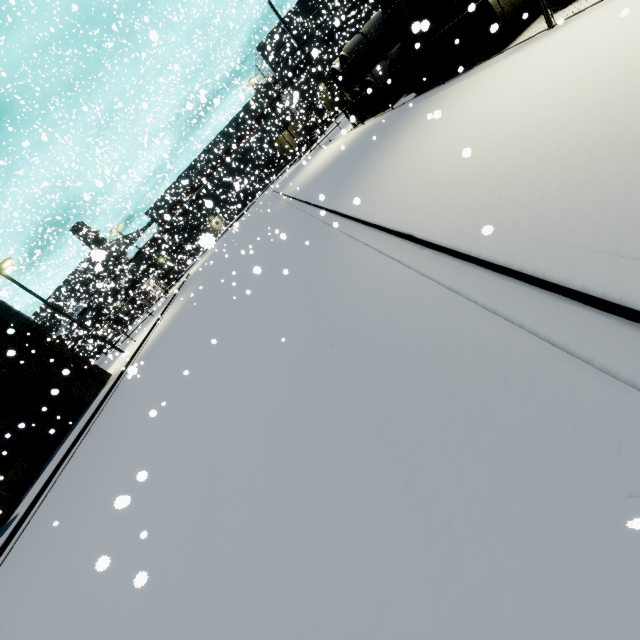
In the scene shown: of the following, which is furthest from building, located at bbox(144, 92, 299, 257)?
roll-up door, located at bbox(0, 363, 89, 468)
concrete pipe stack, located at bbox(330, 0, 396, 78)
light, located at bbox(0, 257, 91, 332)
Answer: light, located at bbox(0, 257, 91, 332)

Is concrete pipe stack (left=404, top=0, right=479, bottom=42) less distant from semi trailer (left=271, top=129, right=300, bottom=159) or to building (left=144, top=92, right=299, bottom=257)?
building (left=144, top=92, right=299, bottom=257)

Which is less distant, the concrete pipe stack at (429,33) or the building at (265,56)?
the concrete pipe stack at (429,33)

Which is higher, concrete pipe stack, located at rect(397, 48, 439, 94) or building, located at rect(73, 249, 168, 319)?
building, located at rect(73, 249, 168, 319)

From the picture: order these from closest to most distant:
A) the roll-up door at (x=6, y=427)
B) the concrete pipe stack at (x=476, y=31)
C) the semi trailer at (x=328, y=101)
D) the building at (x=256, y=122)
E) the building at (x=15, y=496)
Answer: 1. the concrete pipe stack at (x=476, y=31)
2. the building at (x=15, y=496)
3. the roll-up door at (x=6, y=427)
4. the building at (x=256, y=122)
5. the semi trailer at (x=328, y=101)

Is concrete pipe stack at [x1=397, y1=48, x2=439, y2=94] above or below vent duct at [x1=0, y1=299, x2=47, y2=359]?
below

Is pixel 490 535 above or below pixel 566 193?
below

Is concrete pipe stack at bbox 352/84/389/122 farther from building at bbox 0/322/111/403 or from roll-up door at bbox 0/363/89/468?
roll-up door at bbox 0/363/89/468
